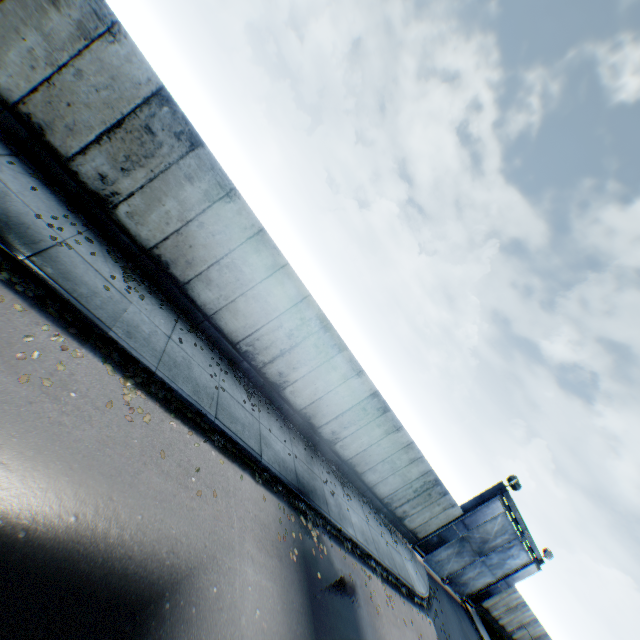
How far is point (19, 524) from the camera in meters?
3.5 m

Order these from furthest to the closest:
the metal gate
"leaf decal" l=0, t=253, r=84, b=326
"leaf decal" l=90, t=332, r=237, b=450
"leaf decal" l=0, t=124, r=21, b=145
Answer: the metal gate < "leaf decal" l=0, t=124, r=21, b=145 < "leaf decal" l=90, t=332, r=237, b=450 < "leaf decal" l=0, t=253, r=84, b=326

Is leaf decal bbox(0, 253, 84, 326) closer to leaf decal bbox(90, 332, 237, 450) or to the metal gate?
leaf decal bbox(90, 332, 237, 450)

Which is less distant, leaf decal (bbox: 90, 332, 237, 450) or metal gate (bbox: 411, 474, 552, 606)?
leaf decal (bbox: 90, 332, 237, 450)

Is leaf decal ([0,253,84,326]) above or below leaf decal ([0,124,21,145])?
below

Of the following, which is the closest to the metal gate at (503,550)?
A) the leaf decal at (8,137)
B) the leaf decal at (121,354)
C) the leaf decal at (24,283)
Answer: the leaf decal at (121,354)

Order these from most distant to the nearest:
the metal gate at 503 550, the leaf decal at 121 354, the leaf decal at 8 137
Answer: the metal gate at 503 550, the leaf decal at 8 137, the leaf decal at 121 354
